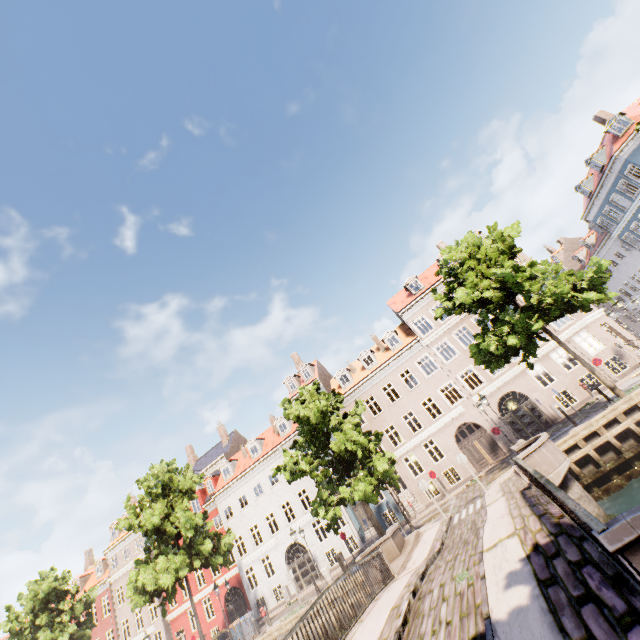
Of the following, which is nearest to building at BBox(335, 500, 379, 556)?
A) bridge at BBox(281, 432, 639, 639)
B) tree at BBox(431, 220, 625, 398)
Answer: tree at BBox(431, 220, 625, 398)

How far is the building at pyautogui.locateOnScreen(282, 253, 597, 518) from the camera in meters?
24.1

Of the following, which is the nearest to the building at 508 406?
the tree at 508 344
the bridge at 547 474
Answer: the tree at 508 344

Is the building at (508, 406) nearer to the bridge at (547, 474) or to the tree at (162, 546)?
the tree at (162, 546)

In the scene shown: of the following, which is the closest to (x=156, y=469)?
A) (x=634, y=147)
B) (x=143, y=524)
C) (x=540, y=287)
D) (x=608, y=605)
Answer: (x=143, y=524)
